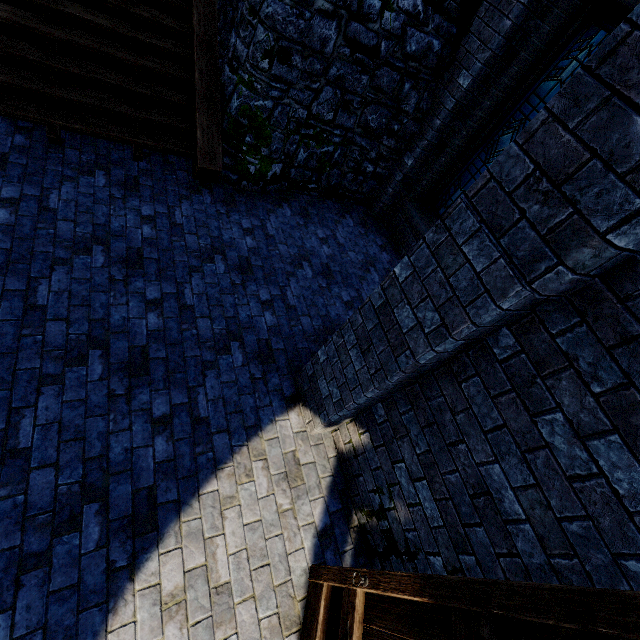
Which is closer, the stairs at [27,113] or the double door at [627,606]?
the double door at [627,606]

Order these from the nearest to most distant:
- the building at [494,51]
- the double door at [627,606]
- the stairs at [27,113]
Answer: the double door at [627,606], the stairs at [27,113], the building at [494,51]

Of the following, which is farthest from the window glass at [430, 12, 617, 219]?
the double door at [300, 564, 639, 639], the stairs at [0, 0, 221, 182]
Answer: the double door at [300, 564, 639, 639]

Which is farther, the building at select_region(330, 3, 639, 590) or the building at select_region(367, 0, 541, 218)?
the building at select_region(367, 0, 541, 218)

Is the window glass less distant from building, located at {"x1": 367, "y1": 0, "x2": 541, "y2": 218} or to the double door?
building, located at {"x1": 367, "y1": 0, "x2": 541, "y2": 218}

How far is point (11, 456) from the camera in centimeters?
272cm

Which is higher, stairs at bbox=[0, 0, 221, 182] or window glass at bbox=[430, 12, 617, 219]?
window glass at bbox=[430, 12, 617, 219]

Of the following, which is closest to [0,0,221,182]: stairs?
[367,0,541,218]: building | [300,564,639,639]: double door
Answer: [367,0,541,218]: building
